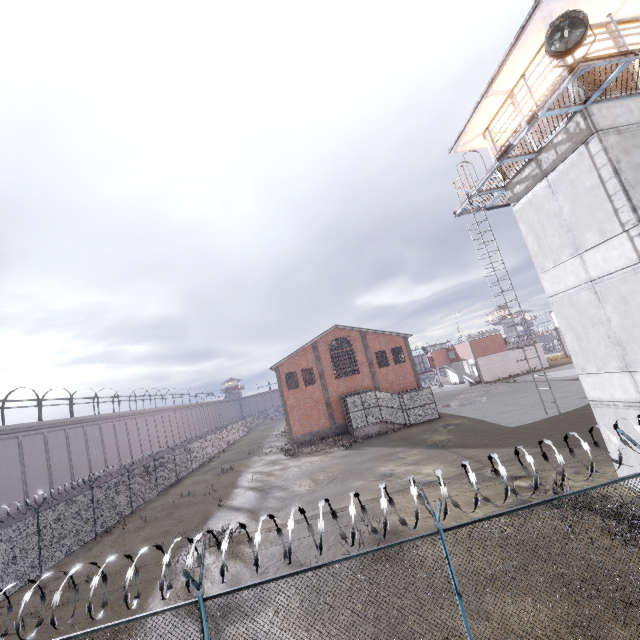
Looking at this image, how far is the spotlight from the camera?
7.9 meters

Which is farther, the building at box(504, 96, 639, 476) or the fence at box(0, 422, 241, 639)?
the fence at box(0, 422, 241, 639)

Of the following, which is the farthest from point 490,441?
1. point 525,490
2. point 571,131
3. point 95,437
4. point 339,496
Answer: Answer: point 95,437

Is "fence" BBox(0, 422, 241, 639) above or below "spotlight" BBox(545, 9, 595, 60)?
below

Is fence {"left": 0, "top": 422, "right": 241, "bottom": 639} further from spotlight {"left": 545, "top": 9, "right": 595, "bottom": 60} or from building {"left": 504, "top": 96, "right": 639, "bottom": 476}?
spotlight {"left": 545, "top": 9, "right": 595, "bottom": 60}

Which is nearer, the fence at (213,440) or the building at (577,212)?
the building at (577,212)

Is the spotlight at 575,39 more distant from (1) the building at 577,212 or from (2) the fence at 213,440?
(2) the fence at 213,440
